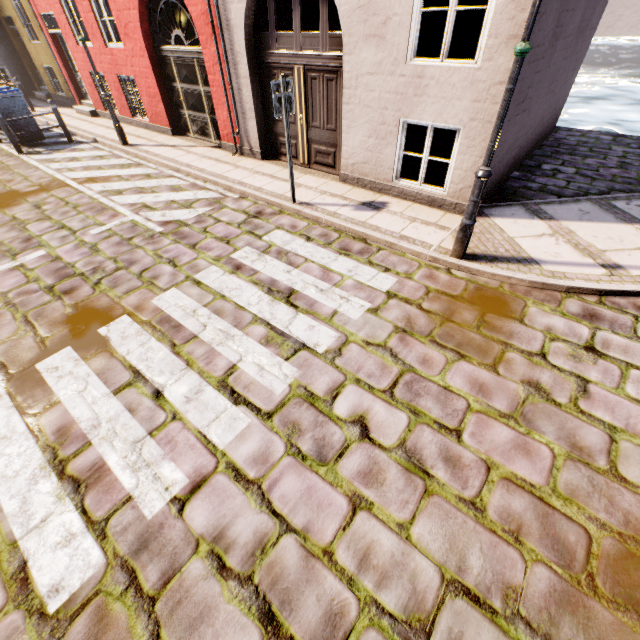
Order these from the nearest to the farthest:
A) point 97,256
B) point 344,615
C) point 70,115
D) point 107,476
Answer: point 344,615 → point 107,476 → point 97,256 → point 70,115

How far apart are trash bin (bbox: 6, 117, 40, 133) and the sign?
9.5m

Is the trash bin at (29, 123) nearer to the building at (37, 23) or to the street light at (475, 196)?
the street light at (475, 196)

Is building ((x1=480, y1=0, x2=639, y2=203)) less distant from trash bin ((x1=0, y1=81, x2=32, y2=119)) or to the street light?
trash bin ((x1=0, y1=81, x2=32, y2=119))

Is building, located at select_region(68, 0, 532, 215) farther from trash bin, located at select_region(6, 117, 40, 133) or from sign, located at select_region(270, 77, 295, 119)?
sign, located at select_region(270, 77, 295, 119)

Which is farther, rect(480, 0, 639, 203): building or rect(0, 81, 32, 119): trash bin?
rect(0, 81, 32, 119): trash bin

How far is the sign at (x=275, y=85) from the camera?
4.9m

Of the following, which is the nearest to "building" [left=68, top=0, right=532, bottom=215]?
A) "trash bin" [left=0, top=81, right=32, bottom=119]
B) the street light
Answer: "trash bin" [left=0, top=81, right=32, bottom=119]
